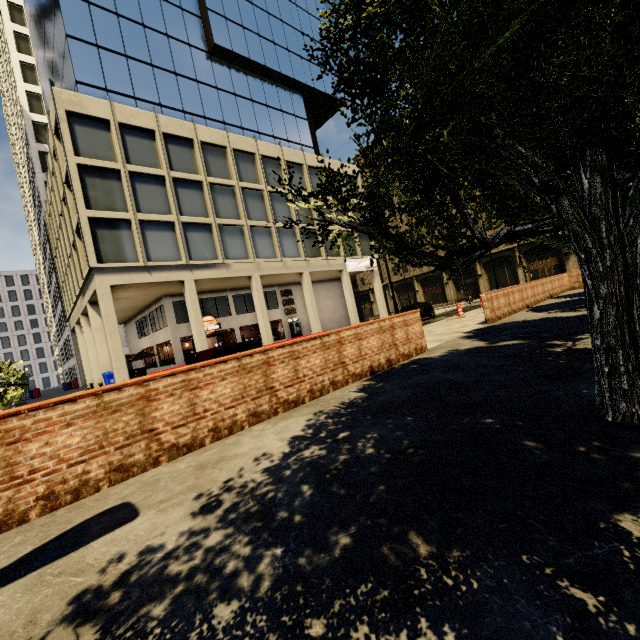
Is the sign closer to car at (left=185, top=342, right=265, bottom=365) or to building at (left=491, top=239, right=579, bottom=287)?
building at (left=491, top=239, right=579, bottom=287)

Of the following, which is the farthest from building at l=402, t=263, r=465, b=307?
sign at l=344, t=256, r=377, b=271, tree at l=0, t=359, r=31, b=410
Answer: tree at l=0, t=359, r=31, b=410

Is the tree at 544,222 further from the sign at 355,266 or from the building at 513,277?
the sign at 355,266

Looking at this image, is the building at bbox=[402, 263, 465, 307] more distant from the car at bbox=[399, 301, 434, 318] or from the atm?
the car at bbox=[399, 301, 434, 318]

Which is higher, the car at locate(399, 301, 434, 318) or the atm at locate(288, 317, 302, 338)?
the atm at locate(288, 317, 302, 338)

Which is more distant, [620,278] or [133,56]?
[133,56]

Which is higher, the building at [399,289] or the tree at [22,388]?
the building at [399,289]

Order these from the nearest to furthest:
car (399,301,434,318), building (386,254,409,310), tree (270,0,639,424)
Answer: tree (270,0,639,424) → car (399,301,434,318) → building (386,254,409,310)
